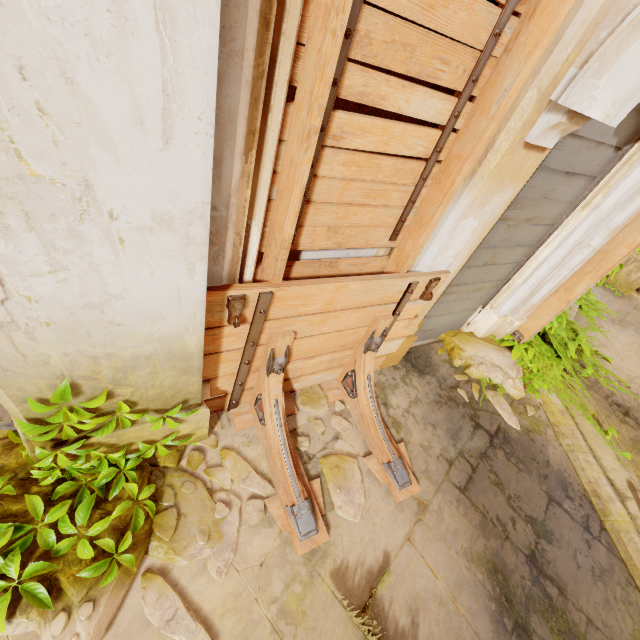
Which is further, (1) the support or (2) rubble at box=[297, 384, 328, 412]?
(2) rubble at box=[297, 384, 328, 412]

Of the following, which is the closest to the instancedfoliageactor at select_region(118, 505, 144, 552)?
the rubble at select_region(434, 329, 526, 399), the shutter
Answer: the shutter

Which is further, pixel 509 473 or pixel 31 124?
pixel 509 473

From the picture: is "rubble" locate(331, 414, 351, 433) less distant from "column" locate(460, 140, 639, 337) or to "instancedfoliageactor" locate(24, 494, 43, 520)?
"column" locate(460, 140, 639, 337)

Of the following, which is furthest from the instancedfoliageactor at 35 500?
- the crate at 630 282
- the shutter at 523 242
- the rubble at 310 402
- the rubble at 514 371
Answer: the crate at 630 282

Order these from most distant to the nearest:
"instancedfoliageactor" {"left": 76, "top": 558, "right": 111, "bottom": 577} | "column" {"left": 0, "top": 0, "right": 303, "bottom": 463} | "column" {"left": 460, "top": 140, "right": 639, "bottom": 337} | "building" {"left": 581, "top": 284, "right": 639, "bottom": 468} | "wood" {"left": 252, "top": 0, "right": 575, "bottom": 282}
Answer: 1. "building" {"left": 581, "top": 284, "right": 639, "bottom": 468}
2. "column" {"left": 460, "top": 140, "right": 639, "bottom": 337}
3. "instancedfoliageactor" {"left": 76, "top": 558, "right": 111, "bottom": 577}
4. "wood" {"left": 252, "top": 0, "right": 575, "bottom": 282}
5. "column" {"left": 0, "top": 0, "right": 303, "bottom": 463}

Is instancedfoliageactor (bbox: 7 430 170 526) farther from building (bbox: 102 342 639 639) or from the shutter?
the shutter

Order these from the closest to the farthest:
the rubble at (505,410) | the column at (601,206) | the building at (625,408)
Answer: the column at (601,206)
the rubble at (505,410)
the building at (625,408)
